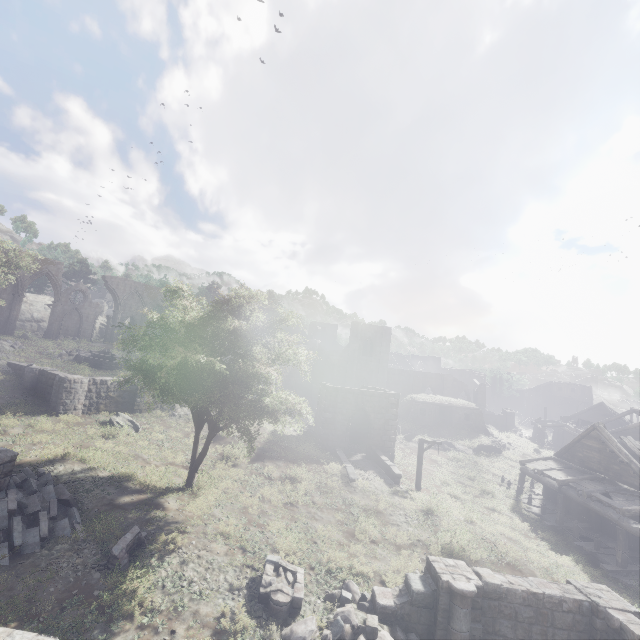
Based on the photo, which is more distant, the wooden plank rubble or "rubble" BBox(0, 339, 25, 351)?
"rubble" BBox(0, 339, 25, 351)

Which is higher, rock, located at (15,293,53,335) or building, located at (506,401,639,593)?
rock, located at (15,293,53,335)

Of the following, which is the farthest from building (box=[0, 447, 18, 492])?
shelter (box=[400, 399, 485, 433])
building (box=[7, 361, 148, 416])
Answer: shelter (box=[400, 399, 485, 433])

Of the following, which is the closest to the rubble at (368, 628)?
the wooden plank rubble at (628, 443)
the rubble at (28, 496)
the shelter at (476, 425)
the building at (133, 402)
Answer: the rubble at (28, 496)

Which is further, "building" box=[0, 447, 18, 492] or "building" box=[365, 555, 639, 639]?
"building" box=[0, 447, 18, 492]

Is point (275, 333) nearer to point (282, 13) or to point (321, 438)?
point (321, 438)

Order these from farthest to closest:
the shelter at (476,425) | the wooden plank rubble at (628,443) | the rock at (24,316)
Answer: the rock at (24,316) → the shelter at (476,425) → the wooden plank rubble at (628,443)

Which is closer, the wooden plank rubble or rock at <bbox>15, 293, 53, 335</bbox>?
the wooden plank rubble
